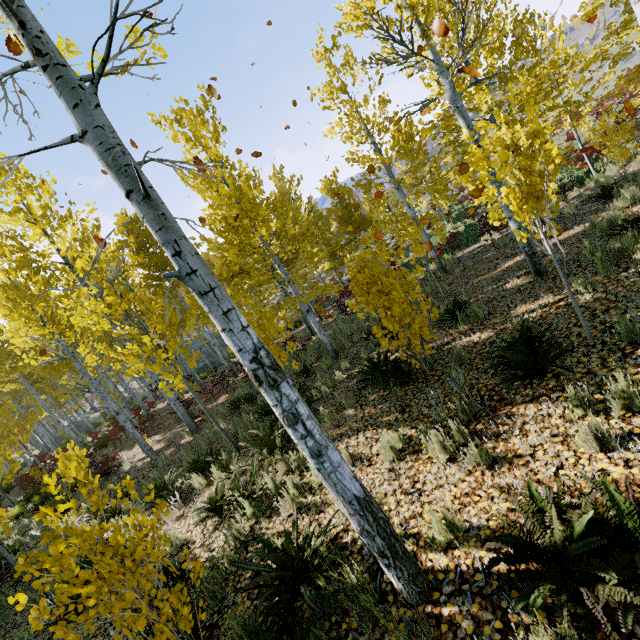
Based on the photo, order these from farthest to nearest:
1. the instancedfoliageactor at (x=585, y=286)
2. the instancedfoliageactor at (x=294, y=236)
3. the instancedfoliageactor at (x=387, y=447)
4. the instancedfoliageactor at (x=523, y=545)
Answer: the instancedfoliageactor at (x=585, y=286) → the instancedfoliageactor at (x=387, y=447) → the instancedfoliageactor at (x=294, y=236) → the instancedfoliageactor at (x=523, y=545)

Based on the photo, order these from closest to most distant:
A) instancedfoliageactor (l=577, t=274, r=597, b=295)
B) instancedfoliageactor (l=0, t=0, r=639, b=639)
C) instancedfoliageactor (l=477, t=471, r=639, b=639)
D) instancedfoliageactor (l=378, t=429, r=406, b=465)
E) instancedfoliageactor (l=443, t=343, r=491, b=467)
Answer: instancedfoliageactor (l=477, t=471, r=639, b=639)
instancedfoliageactor (l=0, t=0, r=639, b=639)
instancedfoliageactor (l=443, t=343, r=491, b=467)
instancedfoliageactor (l=378, t=429, r=406, b=465)
instancedfoliageactor (l=577, t=274, r=597, b=295)

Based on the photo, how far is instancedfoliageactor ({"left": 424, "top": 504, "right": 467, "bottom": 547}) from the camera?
2.9m

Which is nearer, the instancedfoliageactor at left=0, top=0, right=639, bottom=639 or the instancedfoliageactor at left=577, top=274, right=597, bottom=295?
the instancedfoliageactor at left=0, top=0, right=639, bottom=639

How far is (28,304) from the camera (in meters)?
8.78

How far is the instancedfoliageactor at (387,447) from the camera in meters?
4.3 m

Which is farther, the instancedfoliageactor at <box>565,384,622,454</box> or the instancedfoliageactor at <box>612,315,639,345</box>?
the instancedfoliageactor at <box>612,315,639,345</box>

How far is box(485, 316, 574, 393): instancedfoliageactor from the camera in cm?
378
